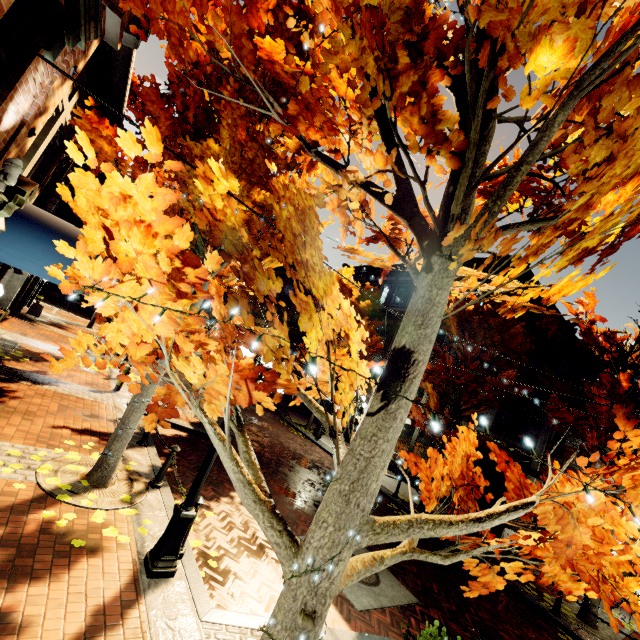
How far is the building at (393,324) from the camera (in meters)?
23.64

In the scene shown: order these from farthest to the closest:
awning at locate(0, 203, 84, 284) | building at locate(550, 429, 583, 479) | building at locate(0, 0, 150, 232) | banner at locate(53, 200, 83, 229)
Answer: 1. building at locate(550, 429, 583, 479)
2. banner at locate(53, 200, 83, 229)
3. awning at locate(0, 203, 84, 284)
4. building at locate(0, 0, 150, 232)

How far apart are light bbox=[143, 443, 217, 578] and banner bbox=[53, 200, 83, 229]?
7.0m

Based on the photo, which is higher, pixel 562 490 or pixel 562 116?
pixel 562 116

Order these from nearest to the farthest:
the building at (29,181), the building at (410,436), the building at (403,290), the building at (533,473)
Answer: the building at (29,181) < the building at (533,473) < the building at (410,436) < the building at (403,290)

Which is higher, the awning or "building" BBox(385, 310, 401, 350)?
"building" BBox(385, 310, 401, 350)

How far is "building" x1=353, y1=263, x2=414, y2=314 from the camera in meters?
24.4 m

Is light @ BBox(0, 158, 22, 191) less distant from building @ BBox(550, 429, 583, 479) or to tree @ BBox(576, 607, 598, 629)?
building @ BBox(550, 429, 583, 479)
